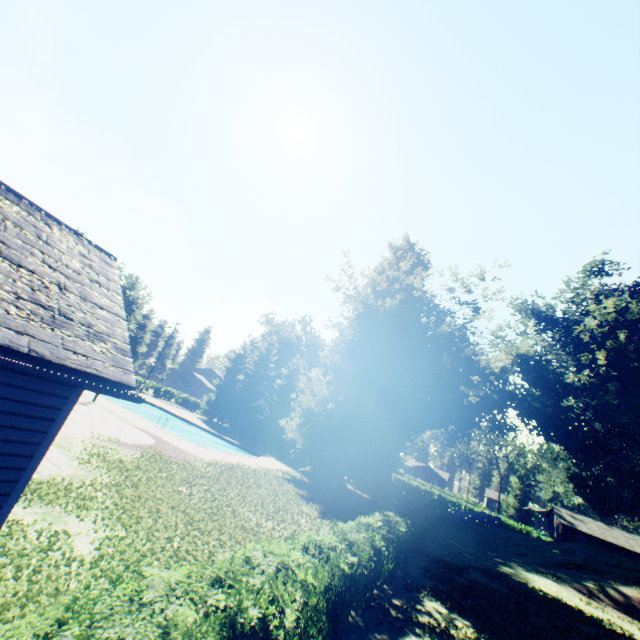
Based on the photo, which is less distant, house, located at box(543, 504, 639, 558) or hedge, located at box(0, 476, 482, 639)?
hedge, located at box(0, 476, 482, 639)

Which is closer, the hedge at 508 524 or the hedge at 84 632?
the hedge at 84 632

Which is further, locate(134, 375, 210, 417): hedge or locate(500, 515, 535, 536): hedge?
locate(134, 375, 210, 417): hedge

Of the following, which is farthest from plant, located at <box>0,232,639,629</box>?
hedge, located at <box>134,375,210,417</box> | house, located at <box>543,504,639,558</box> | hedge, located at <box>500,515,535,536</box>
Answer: hedge, located at <box>500,515,535,536</box>

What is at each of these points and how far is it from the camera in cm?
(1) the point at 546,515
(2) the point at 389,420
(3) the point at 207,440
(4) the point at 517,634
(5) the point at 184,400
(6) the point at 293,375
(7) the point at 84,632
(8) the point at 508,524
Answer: (1) house, 5859
(2) plant, 2828
(3) swimming pool, 3394
(4) plant, 1032
(5) hedge, 5131
(6) tree, 4300
(7) hedge, 259
(8) hedge, 4659

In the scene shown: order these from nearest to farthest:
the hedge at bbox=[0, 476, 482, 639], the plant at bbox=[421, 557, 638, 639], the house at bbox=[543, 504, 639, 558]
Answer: the hedge at bbox=[0, 476, 482, 639] → the plant at bbox=[421, 557, 638, 639] → the house at bbox=[543, 504, 639, 558]

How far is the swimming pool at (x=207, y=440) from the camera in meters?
27.4

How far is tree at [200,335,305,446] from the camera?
40.88m
